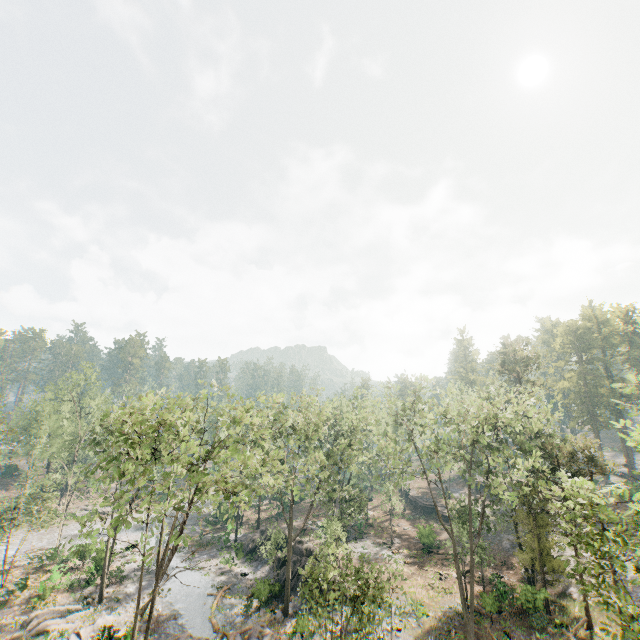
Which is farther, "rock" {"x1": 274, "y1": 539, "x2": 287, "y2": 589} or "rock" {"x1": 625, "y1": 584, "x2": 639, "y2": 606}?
"rock" {"x1": 274, "y1": 539, "x2": 287, "y2": 589}

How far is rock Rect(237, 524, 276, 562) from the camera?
38.5m

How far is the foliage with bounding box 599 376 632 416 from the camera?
9.1 meters

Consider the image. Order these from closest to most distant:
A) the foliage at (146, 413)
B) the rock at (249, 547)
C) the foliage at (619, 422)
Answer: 1. the foliage at (619, 422)
2. the foliage at (146, 413)
3. the rock at (249, 547)

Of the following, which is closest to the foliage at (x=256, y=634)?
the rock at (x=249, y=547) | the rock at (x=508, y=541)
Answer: the rock at (x=508, y=541)

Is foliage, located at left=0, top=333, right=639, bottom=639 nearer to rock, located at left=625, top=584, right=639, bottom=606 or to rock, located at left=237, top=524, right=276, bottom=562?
rock, located at left=625, top=584, right=639, bottom=606

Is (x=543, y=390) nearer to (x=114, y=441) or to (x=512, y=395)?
(x=512, y=395)

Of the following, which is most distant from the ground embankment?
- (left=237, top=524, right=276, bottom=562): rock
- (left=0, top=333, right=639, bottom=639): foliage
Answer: (left=237, top=524, right=276, bottom=562): rock
